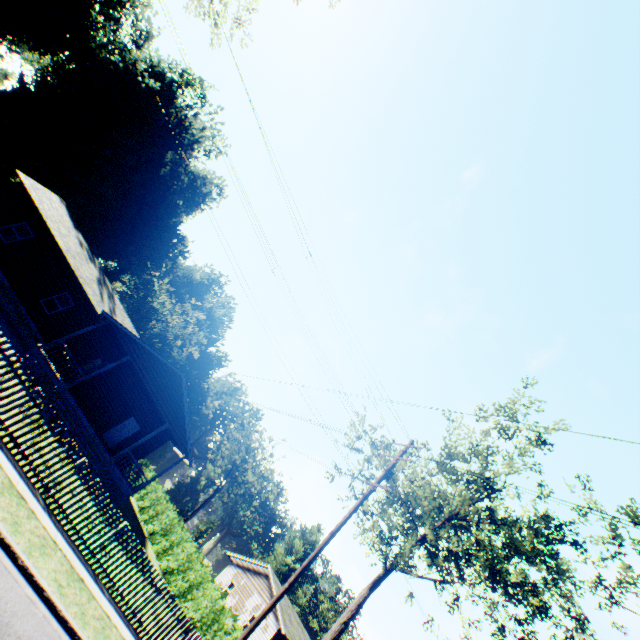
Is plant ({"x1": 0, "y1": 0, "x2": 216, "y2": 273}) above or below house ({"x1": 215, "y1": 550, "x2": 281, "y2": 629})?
above

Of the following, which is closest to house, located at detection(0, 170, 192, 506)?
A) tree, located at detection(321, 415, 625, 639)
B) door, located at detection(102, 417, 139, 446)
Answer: door, located at detection(102, 417, 139, 446)

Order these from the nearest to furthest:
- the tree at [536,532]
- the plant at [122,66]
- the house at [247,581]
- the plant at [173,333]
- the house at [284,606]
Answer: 1. the tree at [536,532]
2. the house at [284,606]
3. the house at [247,581]
4. the plant at [122,66]
5. the plant at [173,333]

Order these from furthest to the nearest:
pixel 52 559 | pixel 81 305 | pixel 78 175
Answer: pixel 78 175
pixel 81 305
pixel 52 559

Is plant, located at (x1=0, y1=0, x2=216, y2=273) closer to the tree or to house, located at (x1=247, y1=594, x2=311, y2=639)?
the tree

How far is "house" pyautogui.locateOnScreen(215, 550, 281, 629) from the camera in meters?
28.9

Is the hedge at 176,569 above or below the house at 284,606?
below

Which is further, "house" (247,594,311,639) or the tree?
"house" (247,594,311,639)
